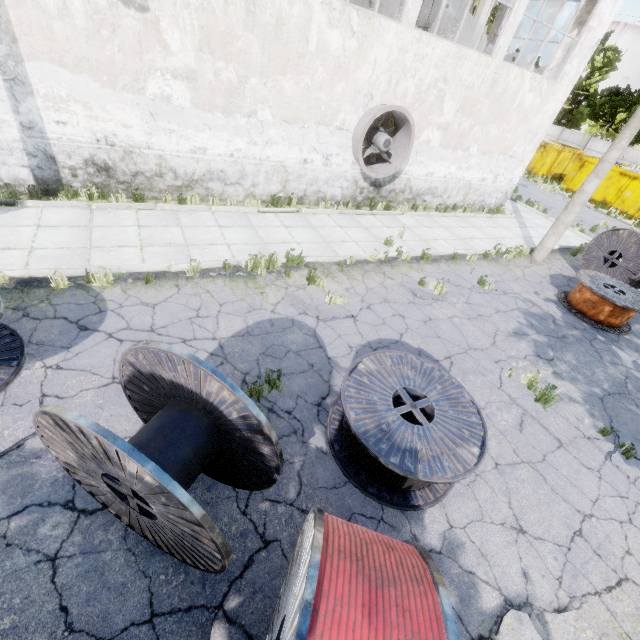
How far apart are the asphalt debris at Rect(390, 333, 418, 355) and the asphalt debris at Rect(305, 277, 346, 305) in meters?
1.0 m

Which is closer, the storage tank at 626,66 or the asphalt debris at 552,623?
the asphalt debris at 552,623

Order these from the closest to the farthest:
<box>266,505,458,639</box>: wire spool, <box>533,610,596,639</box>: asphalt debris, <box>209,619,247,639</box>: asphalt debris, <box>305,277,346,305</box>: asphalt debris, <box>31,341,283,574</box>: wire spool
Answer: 1. <box>266,505,458,639</box>: wire spool
2. <box>31,341,283,574</box>: wire spool
3. <box>209,619,247,639</box>: asphalt debris
4. <box>533,610,596,639</box>: asphalt debris
5. <box>305,277,346,305</box>: asphalt debris

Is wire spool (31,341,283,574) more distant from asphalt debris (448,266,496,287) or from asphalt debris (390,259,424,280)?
asphalt debris (448,266,496,287)

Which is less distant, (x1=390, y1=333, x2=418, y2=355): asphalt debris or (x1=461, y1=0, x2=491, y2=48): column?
(x1=390, y1=333, x2=418, y2=355): asphalt debris

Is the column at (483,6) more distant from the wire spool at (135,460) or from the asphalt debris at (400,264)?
the wire spool at (135,460)

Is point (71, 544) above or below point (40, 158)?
below

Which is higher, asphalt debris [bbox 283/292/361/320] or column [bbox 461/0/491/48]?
column [bbox 461/0/491/48]
